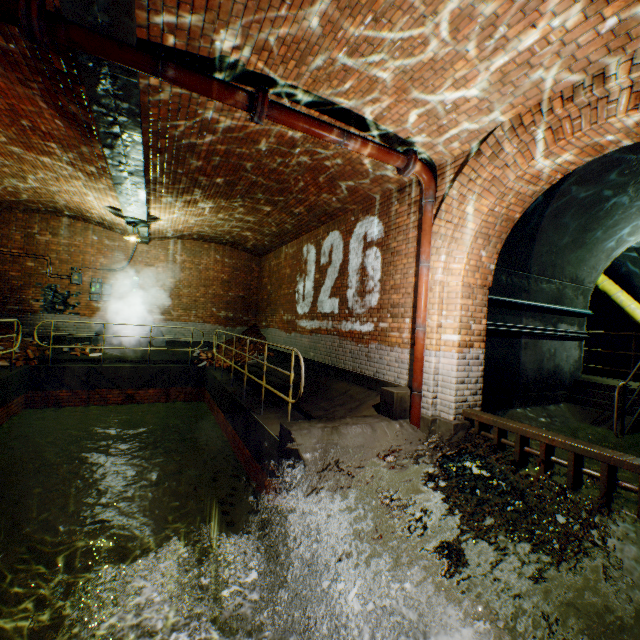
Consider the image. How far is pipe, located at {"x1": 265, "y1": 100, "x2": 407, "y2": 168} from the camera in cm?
388

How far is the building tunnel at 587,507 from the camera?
3.5 meters

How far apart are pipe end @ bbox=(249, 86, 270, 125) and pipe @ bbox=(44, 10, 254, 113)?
0.0 meters

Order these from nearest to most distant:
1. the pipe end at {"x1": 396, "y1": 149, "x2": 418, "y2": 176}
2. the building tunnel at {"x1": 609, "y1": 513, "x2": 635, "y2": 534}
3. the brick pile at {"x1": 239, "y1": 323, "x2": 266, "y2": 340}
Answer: the building tunnel at {"x1": 609, "y1": 513, "x2": 635, "y2": 534} → the pipe end at {"x1": 396, "y1": 149, "x2": 418, "y2": 176} → the brick pile at {"x1": 239, "y1": 323, "x2": 266, "y2": 340}

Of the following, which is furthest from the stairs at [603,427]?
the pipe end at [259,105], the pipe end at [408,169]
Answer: the pipe end at [259,105]

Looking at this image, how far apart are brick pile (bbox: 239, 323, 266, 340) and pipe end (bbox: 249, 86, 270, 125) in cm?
909

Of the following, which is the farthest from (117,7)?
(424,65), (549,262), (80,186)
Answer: (549,262)

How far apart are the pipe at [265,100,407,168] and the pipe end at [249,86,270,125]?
0.0 meters
